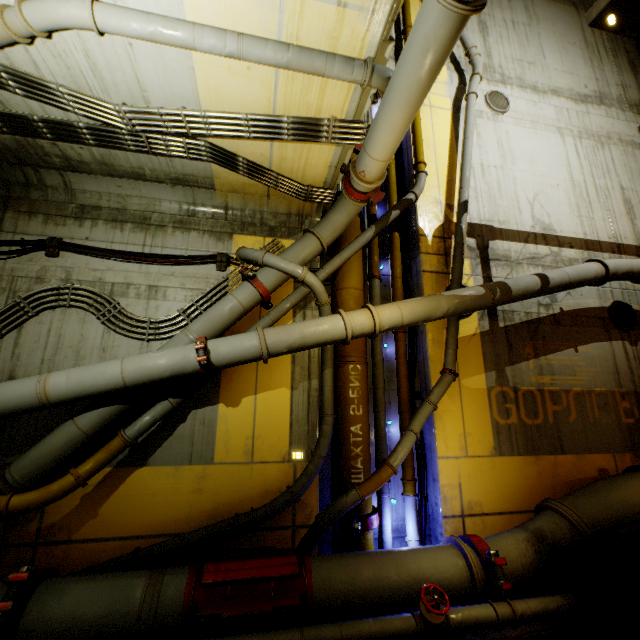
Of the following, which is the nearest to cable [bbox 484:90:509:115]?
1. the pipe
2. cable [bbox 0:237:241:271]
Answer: the pipe

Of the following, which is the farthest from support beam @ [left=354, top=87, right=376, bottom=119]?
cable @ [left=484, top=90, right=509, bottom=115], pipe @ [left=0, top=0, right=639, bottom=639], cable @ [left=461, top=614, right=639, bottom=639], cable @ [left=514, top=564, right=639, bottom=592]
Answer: cable @ [left=514, top=564, right=639, bottom=592]

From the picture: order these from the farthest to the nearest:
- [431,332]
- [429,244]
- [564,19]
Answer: [564,19]
[429,244]
[431,332]

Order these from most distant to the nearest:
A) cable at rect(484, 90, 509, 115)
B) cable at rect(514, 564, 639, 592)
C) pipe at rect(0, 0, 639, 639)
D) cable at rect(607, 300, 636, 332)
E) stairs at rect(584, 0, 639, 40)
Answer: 1. cable at rect(484, 90, 509, 115)
2. cable at rect(607, 300, 636, 332)
3. cable at rect(514, 564, 639, 592)
4. stairs at rect(584, 0, 639, 40)
5. pipe at rect(0, 0, 639, 639)

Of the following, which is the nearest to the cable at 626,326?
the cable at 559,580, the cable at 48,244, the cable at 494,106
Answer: the cable at 559,580

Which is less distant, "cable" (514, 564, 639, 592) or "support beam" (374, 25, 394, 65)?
"support beam" (374, 25, 394, 65)

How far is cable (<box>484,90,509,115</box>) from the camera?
9.3m

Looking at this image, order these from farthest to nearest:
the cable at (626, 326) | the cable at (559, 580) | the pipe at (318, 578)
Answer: the cable at (626, 326) < the cable at (559, 580) < the pipe at (318, 578)
